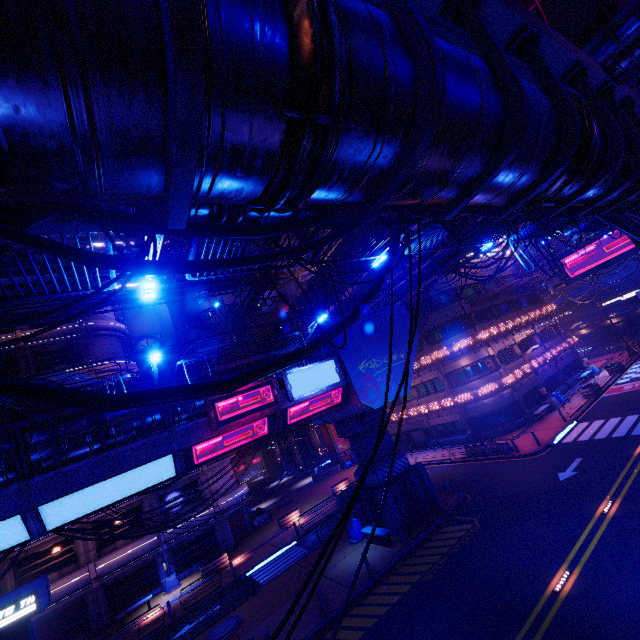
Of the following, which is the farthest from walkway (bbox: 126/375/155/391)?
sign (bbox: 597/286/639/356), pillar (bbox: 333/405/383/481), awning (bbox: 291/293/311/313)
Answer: sign (bbox: 597/286/639/356)

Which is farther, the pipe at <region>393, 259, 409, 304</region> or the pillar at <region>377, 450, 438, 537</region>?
the pipe at <region>393, 259, 409, 304</region>

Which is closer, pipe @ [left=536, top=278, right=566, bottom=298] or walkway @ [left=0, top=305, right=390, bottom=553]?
walkway @ [left=0, top=305, right=390, bottom=553]

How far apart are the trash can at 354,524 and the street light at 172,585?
16.0m

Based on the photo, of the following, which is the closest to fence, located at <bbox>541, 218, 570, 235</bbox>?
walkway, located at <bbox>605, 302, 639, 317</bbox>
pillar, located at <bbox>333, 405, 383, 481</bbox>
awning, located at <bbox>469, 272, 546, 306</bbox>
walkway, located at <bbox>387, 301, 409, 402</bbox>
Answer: walkway, located at <bbox>387, 301, 409, 402</bbox>

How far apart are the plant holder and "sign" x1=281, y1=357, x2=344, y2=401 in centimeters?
1939cm

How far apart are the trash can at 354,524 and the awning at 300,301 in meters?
18.3

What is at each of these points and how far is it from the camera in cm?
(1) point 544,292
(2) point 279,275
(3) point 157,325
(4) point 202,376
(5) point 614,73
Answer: (1) pipe, 4594
(2) pipe, 3747
(3) building, 4659
(4) walkway, 1600
(5) street light, 650
